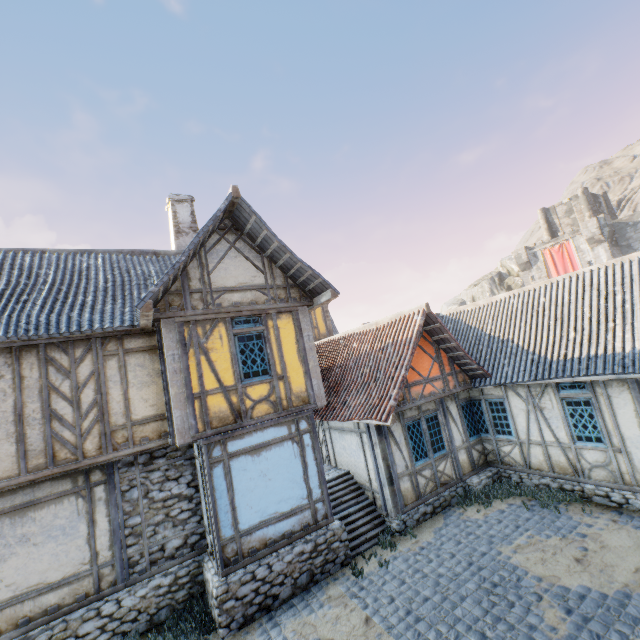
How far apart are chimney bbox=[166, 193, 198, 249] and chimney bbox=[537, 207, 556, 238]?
46.55m

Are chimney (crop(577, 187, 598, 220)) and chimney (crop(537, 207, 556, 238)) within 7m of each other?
yes

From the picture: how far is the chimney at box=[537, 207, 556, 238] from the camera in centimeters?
4231cm

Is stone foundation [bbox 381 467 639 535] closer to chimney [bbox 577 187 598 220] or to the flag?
the flag

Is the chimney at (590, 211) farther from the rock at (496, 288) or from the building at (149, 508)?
the building at (149, 508)

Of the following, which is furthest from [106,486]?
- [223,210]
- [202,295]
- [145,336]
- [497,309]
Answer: [497,309]

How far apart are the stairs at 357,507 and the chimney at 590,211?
44.80m

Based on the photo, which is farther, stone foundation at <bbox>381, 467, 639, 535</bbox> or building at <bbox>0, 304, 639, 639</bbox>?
stone foundation at <bbox>381, 467, 639, 535</bbox>
